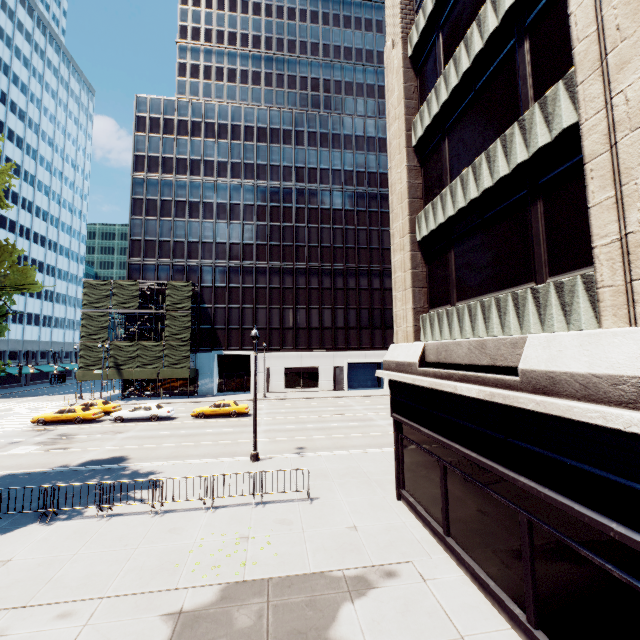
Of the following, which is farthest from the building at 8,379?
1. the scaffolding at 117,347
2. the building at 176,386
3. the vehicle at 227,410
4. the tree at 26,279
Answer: the vehicle at 227,410

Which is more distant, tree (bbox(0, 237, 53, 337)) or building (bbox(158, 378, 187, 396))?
building (bbox(158, 378, 187, 396))

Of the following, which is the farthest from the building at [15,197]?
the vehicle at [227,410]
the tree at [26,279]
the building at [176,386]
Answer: the vehicle at [227,410]

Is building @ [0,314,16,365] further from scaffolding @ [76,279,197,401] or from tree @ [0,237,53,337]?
scaffolding @ [76,279,197,401]

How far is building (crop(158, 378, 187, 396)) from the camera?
45.0m

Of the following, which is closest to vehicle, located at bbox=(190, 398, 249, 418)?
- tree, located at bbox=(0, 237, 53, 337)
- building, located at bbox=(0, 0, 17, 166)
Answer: tree, located at bbox=(0, 237, 53, 337)

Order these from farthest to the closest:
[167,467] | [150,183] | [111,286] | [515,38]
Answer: [150,183] < [111,286] < [167,467] < [515,38]

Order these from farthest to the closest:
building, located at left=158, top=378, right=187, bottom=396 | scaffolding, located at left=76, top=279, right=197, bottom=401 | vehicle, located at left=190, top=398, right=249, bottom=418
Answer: building, located at left=158, top=378, right=187, bottom=396 → scaffolding, located at left=76, top=279, right=197, bottom=401 → vehicle, located at left=190, top=398, right=249, bottom=418
